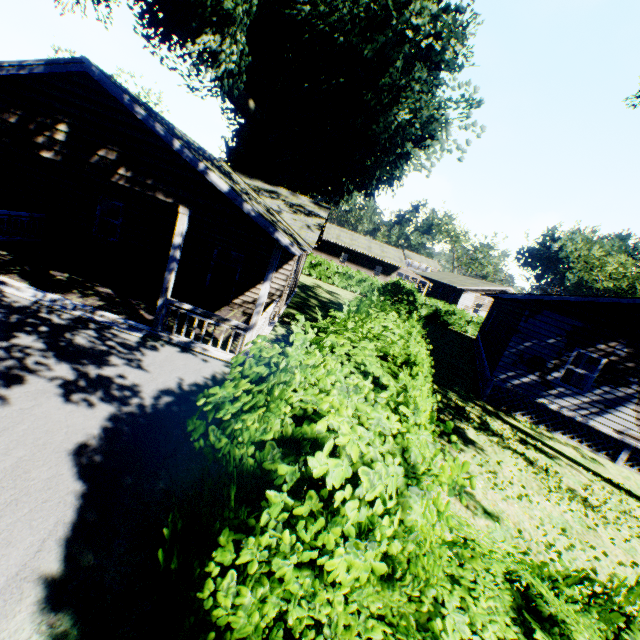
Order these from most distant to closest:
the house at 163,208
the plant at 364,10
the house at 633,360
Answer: the plant at 364,10 < the house at 633,360 < the house at 163,208

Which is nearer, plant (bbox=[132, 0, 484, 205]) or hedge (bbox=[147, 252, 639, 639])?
hedge (bbox=[147, 252, 639, 639])

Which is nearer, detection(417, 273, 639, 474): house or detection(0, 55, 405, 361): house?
detection(0, 55, 405, 361): house

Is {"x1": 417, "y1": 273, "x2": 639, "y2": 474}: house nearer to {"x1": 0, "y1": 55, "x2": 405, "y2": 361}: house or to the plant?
{"x1": 0, "y1": 55, "x2": 405, "y2": 361}: house

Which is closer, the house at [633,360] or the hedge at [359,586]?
the hedge at [359,586]

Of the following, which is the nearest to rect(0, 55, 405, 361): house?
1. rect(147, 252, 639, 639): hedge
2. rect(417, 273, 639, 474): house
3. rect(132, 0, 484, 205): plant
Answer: rect(132, 0, 484, 205): plant

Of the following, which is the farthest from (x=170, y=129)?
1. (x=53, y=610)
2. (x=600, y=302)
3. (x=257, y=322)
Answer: (x=600, y=302)

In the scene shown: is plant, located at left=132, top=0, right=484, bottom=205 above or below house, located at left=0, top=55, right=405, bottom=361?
above
